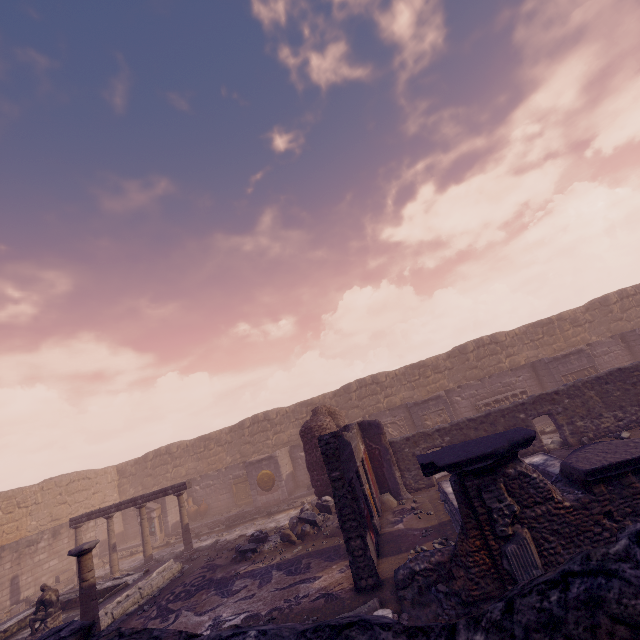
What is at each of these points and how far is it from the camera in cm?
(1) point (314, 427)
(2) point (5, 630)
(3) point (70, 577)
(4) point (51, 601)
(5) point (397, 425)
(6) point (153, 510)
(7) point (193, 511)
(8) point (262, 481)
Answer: (1) wall arch, 1223
(2) pool, 1011
(3) stone blocks, 1584
(4) sculpture, 962
(5) relief sculpture, 1777
(6) altar, 1742
(7) vase, 1867
(8) relief sculpture, 1692

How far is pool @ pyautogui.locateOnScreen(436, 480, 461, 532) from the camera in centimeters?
783cm

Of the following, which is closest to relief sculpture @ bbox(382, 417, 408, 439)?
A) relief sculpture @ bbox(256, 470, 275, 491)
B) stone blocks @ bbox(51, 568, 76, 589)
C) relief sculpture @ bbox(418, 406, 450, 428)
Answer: relief sculpture @ bbox(418, 406, 450, 428)

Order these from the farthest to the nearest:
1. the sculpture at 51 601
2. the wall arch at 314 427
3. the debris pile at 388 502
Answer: the wall arch at 314 427 → the debris pile at 388 502 → the sculpture at 51 601

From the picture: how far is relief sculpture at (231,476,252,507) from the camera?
A: 18.5 meters

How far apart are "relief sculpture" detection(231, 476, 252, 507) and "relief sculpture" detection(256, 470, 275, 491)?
1.7 meters

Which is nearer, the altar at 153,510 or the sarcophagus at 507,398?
the sarcophagus at 507,398
